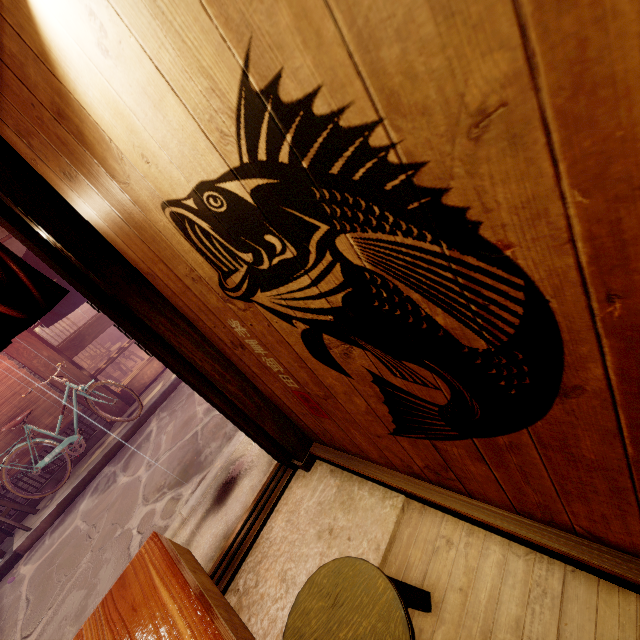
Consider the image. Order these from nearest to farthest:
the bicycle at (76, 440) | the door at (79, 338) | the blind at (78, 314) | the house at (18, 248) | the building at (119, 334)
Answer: the bicycle at (76, 440)
the house at (18, 248)
the door at (79, 338)
the blind at (78, 314)
the building at (119, 334)

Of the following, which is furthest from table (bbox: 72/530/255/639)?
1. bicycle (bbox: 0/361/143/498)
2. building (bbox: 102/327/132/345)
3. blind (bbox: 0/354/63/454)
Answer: building (bbox: 102/327/132/345)

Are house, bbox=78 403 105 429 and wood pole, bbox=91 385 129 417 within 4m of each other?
yes

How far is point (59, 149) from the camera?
2.36m

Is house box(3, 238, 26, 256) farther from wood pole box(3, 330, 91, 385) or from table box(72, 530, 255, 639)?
table box(72, 530, 255, 639)

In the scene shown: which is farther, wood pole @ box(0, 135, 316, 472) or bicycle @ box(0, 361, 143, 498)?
bicycle @ box(0, 361, 143, 498)

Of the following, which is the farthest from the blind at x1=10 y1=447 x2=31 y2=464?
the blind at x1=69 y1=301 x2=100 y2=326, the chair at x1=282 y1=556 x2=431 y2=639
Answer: the blind at x1=69 y1=301 x2=100 y2=326

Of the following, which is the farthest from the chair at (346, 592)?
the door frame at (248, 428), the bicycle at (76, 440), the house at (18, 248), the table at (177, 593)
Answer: the house at (18, 248)
